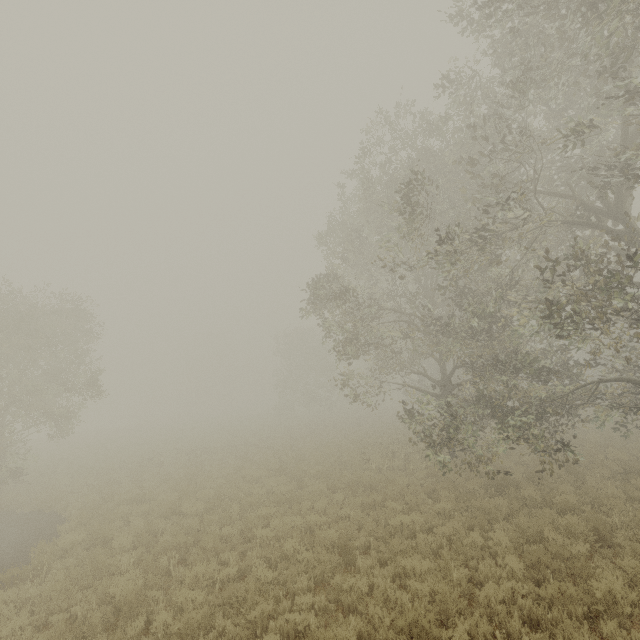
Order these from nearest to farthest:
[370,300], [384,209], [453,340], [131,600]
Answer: [131,600]
[453,340]
[384,209]
[370,300]
